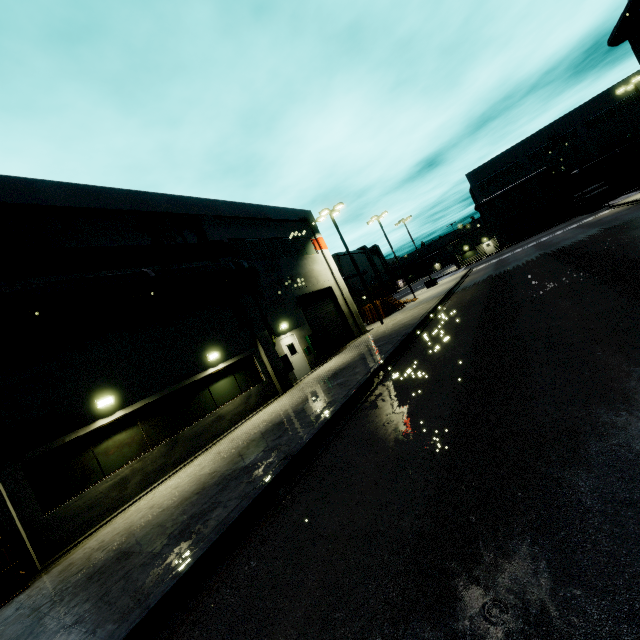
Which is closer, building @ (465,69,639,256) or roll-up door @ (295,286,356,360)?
roll-up door @ (295,286,356,360)

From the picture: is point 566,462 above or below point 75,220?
below

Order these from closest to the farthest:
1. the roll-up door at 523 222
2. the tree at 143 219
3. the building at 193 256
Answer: the tree at 143 219
the building at 193 256
the roll-up door at 523 222

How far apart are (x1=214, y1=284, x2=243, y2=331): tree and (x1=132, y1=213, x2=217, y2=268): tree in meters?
0.7

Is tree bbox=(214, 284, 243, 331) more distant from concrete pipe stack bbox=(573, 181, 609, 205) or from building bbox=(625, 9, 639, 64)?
concrete pipe stack bbox=(573, 181, 609, 205)

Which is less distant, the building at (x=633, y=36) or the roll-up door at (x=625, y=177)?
the building at (x=633, y=36)

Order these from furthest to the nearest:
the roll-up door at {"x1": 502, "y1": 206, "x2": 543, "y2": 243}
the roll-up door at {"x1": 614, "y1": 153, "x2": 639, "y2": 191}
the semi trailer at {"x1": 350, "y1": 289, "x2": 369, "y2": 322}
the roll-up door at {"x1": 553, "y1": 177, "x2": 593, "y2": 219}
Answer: the roll-up door at {"x1": 502, "y1": 206, "x2": 543, "y2": 243}
the roll-up door at {"x1": 553, "y1": 177, "x2": 593, "y2": 219}
the roll-up door at {"x1": 614, "y1": 153, "x2": 639, "y2": 191}
the semi trailer at {"x1": 350, "y1": 289, "x2": 369, "y2": 322}

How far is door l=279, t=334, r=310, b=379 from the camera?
18.0m
